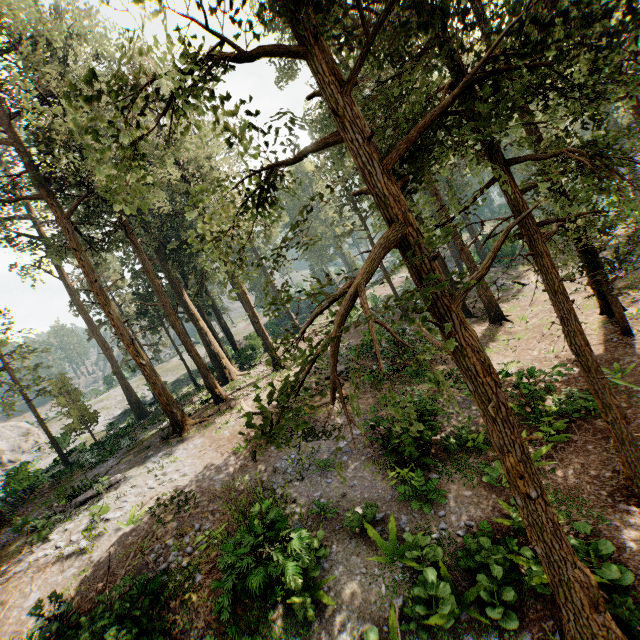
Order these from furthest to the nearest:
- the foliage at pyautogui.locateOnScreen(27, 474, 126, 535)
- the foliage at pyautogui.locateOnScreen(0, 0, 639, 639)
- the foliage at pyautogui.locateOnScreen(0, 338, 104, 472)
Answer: the foliage at pyautogui.locateOnScreen(0, 338, 104, 472) < the foliage at pyautogui.locateOnScreen(27, 474, 126, 535) < the foliage at pyautogui.locateOnScreen(0, 0, 639, 639)

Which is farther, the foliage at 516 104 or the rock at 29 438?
the rock at 29 438

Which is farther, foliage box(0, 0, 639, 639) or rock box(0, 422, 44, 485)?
rock box(0, 422, 44, 485)

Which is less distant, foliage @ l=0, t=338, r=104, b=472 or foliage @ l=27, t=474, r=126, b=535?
foliage @ l=27, t=474, r=126, b=535

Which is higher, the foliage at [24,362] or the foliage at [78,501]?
the foliage at [24,362]

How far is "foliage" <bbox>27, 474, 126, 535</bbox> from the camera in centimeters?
1345cm

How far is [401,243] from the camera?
5.3 meters
